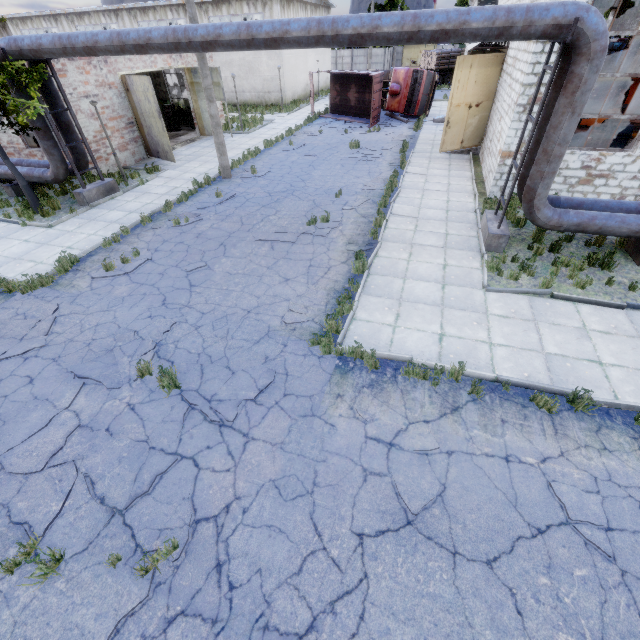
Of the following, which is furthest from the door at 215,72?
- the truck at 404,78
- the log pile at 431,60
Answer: the log pile at 431,60

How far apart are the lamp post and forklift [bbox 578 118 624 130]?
20.6m

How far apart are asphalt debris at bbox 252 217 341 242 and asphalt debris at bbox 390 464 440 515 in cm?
750

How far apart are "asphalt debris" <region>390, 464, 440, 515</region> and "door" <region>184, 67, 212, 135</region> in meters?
23.7 m

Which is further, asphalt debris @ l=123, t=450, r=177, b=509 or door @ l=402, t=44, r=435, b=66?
door @ l=402, t=44, r=435, b=66

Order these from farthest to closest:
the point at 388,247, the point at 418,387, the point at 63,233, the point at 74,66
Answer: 1. the point at 74,66
2. the point at 63,233
3. the point at 388,247
4. the point at 418,387

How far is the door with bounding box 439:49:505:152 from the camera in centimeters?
1446cm

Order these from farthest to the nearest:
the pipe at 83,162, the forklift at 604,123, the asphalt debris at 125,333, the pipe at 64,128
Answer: the forklift at 604,123
the pipe at 83,162
the pipe at 64,128
the asphalt debris at 125,333
